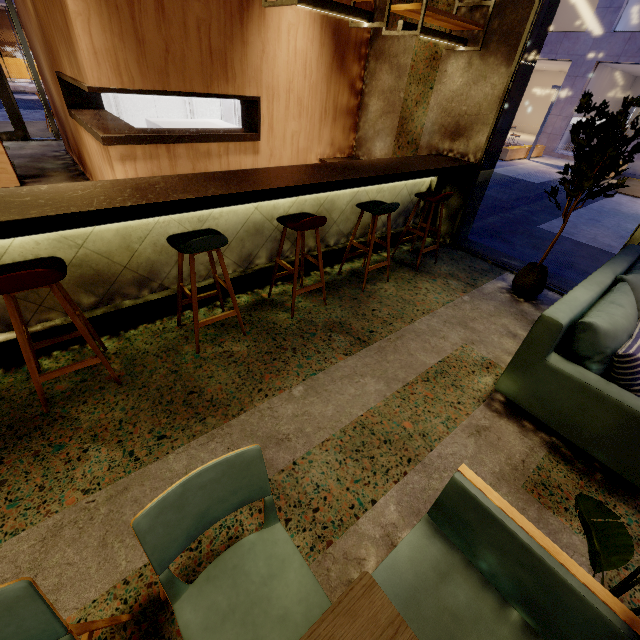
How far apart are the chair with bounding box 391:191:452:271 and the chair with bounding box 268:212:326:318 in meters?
1.6 m

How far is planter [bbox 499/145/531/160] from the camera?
14.4 meters

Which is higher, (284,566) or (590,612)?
(590,612)

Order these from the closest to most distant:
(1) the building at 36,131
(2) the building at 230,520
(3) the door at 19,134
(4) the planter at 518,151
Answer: (2) the building at 230,520
(3) the door at 19,134
(1) the building at 36,131
(4) the planter at 518,151

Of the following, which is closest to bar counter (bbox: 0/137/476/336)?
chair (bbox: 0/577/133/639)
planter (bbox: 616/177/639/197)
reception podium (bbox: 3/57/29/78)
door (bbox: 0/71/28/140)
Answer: chair (bbox: 0/577/133/639)

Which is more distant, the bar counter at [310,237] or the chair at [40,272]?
the bar counter at [310,237]

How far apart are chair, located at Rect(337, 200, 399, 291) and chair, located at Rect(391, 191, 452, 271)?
0.57m

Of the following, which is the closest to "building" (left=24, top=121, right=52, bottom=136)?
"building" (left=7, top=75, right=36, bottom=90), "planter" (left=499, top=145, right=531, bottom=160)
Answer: "planter" (left=499, top=145, right=531, bottom=160)
